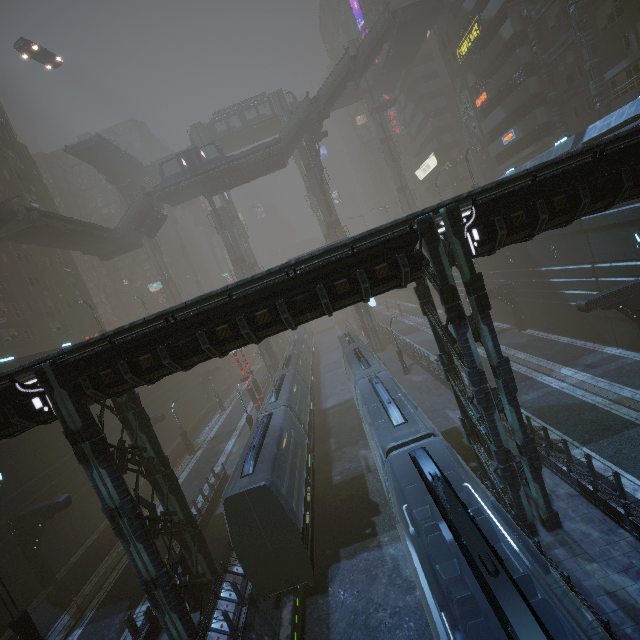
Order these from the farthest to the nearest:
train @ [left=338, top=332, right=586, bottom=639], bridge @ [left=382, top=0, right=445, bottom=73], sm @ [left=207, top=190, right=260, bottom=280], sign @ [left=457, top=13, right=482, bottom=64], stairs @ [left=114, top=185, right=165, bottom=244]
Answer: sm @ [left=207, top=190, right=260, bottom=280], stairs @ [left=114, top=185, right=165, bottom=244], bridge @ [left=382, top=0, right=445, bottom=73], sign @ [left=457, top=13, right=482, bottom=64], train @ [left=338, top=332, right=586, bottom=639]

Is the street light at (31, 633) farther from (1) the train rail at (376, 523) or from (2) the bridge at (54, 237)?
(2) the bridge at (54, 237)

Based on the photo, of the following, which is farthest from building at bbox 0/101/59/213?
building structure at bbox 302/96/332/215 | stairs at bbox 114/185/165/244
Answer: building structure at bbox 302/96/332/215

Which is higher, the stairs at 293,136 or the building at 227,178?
the stairs at 293,136

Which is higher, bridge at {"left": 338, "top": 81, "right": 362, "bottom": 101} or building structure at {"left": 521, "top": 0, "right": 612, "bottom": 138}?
bridge at {"left": 338, "top": 81, "right": 362, "bottom": 101}

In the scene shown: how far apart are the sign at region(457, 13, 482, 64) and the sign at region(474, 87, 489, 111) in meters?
4.3

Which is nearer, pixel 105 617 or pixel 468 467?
pixel 105 617

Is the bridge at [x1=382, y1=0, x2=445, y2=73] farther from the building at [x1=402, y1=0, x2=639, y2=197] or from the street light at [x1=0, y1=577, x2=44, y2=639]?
the street light at [x1=0, y1=577, x2=44, y2=639]
